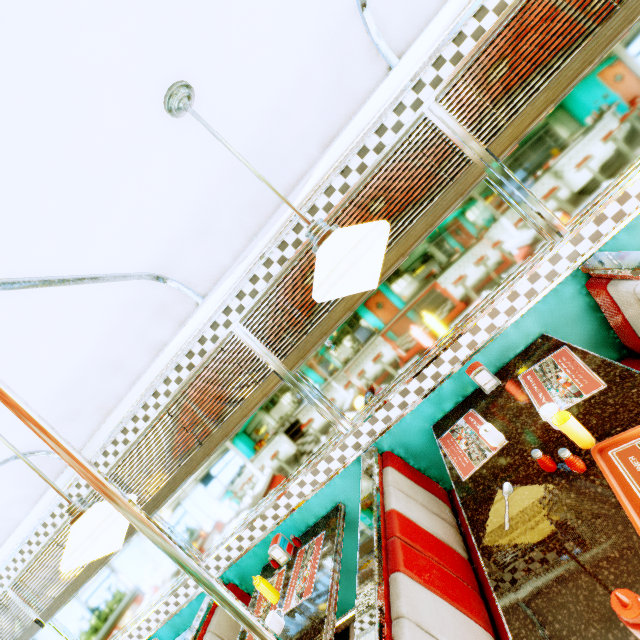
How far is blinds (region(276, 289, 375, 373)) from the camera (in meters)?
2.30

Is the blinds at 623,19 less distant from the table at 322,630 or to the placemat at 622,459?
the placemat at 622,459

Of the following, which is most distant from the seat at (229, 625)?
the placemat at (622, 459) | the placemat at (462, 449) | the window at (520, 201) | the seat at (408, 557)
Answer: the placemat at (622, 459)

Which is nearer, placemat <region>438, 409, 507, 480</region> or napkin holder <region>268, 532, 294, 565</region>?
placemat <region>438, 409, 507, 480</region>

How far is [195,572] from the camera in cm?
99

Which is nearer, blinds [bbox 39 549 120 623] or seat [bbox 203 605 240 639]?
seat [bbox 203 605 240 639]

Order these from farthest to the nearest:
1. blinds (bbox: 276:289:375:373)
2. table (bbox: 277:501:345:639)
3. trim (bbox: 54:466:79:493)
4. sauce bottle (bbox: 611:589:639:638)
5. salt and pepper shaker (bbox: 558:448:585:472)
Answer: trim (bbox: 54:466:79:493)
blinds (bbox: 276:289:375:373)
table (bbox: 277:501:345:639)
salt and pepper shaker (bbox: 558:448:585:472)
sauce bottle (bbox: 611:589:639:638)

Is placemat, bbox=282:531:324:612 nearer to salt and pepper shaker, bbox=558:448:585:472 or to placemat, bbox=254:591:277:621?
placemat, bbox=254:591:277:621
